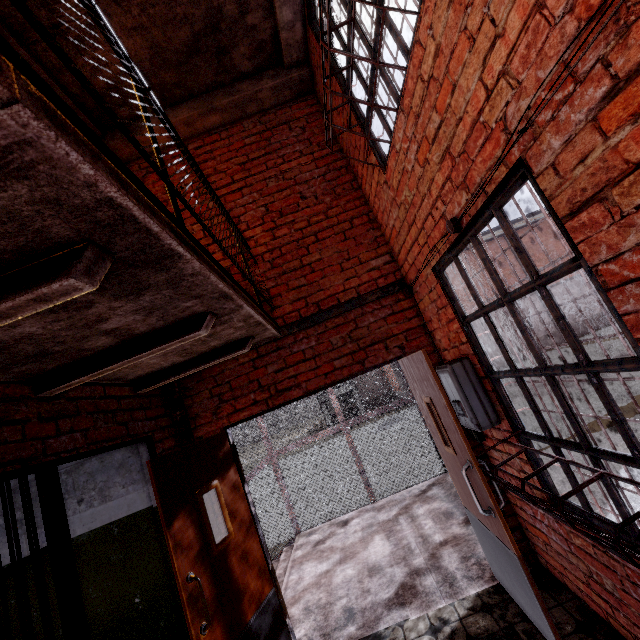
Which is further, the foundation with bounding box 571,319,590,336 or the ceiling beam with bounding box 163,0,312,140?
the foundation with bounding box 571,319,590,336

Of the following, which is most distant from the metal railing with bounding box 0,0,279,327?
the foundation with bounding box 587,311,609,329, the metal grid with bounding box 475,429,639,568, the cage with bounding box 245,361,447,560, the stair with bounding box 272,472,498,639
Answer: the foundation with bounding box 587,311,609,329

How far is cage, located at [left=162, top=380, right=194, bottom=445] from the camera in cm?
335

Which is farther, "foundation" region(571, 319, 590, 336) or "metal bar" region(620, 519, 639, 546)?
"foundation" region(571, 319, 590, 336)

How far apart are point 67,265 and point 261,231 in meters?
2.9 m

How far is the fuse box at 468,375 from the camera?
2.62m

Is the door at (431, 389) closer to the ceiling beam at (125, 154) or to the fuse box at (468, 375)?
the fuse box at (468, 375)

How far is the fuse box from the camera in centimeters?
262cm
